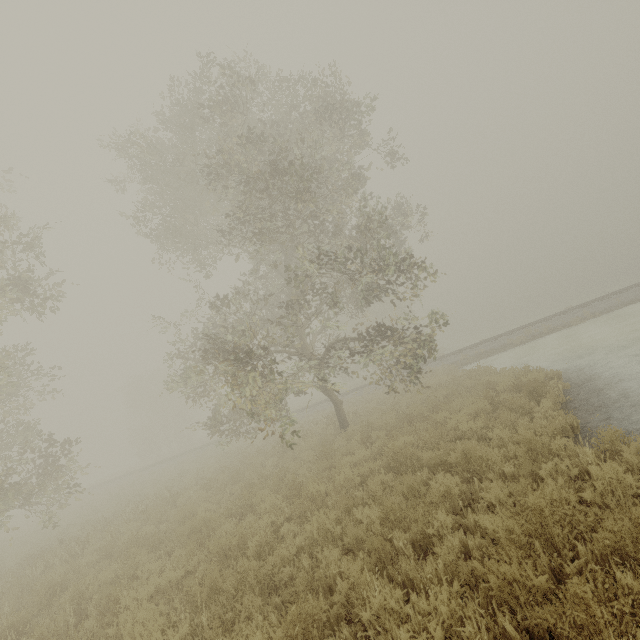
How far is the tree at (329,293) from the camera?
9.56m

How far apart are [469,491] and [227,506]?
6.6m

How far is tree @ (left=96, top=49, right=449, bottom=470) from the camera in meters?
9.6 m
